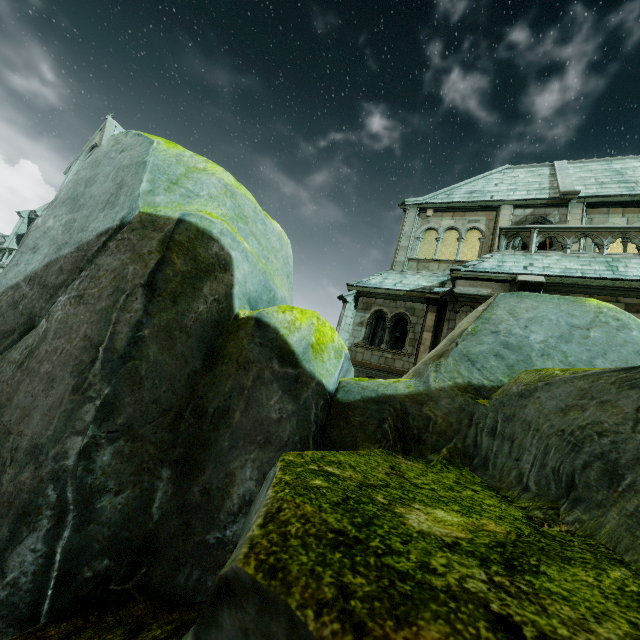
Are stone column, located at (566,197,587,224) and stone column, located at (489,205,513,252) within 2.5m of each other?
yes

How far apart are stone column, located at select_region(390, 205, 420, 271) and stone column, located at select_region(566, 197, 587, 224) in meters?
6.2

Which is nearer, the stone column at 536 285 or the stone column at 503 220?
the stone column at 536 285

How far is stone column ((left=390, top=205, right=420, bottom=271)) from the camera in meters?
16.2 m

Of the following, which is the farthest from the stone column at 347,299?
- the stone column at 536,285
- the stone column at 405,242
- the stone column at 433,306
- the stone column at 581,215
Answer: the stone column at 581,215

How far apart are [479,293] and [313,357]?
10.1m

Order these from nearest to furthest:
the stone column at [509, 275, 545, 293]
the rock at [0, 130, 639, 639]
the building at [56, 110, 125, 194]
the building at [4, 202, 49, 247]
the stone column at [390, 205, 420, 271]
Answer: the rock at [0, 130, 639, 639], the stone column at [509, 275, 545, 293], the stone column at [390, 205, 420, 271], the building at [56, 110, 125, 194], the building at [4, 202, 49, 247]

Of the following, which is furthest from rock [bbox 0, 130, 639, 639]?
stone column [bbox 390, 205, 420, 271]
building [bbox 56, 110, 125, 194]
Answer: building [bbox 56, 110, 125, 194]
